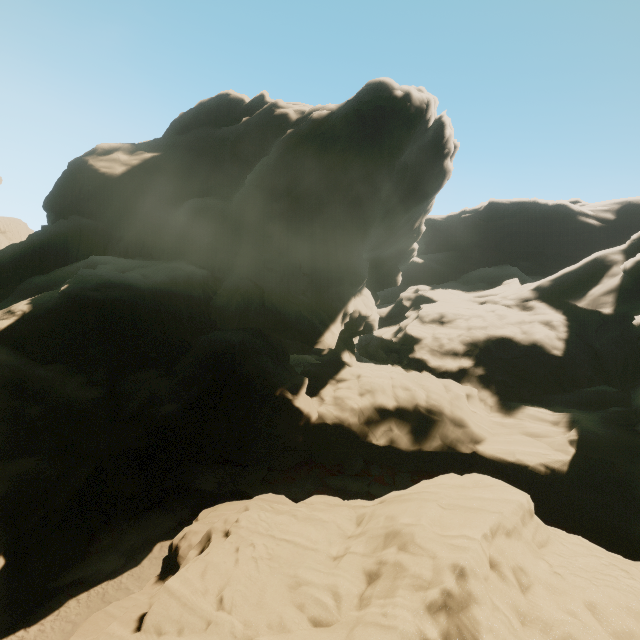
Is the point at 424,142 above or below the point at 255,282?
above
